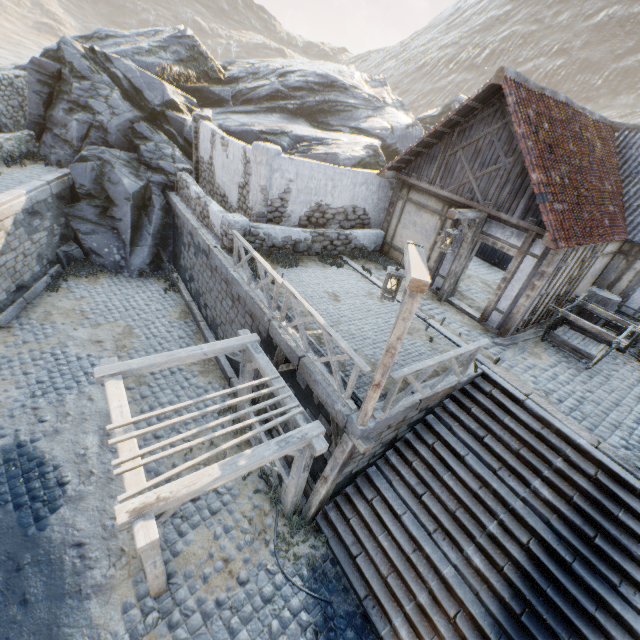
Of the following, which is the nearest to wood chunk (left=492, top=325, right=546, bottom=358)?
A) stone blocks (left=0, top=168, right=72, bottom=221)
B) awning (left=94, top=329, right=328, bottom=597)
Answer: stone blocks (left=0, top=168, right=72, bottom=221)

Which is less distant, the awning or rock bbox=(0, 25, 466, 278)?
the awning

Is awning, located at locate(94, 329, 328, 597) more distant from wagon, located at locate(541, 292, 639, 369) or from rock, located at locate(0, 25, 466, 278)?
rock, located at locate(0, 25, 466, 278)

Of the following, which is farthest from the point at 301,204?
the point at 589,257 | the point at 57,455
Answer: the point at 57,455

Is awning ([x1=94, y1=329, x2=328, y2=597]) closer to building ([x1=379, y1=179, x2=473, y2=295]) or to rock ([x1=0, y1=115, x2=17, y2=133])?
building ([x1=379, y1=179, x2=473, y2=295])

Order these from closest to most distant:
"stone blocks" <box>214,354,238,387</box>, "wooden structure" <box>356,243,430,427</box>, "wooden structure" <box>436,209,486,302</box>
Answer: "wooden structure" <box>356,243,430,427</box>, "wooden structure" <box>436,209,486,302</box>, "stone blocks" <box>214,354,238,387</box>

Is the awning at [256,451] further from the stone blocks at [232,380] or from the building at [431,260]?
the building at [431,260]

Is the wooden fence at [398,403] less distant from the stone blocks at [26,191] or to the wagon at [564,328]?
the stone blocks at [26,191]
